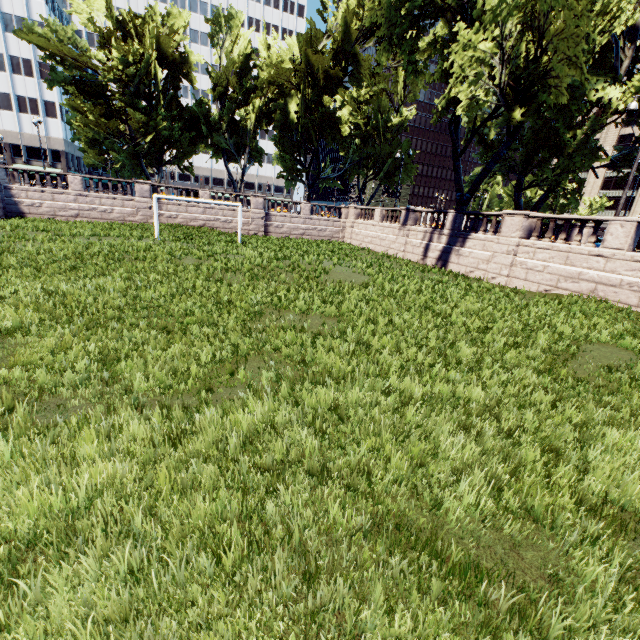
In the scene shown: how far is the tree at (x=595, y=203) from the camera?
55.8 meters

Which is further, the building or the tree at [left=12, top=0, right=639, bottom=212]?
the building

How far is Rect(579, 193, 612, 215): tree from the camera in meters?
55.8 m

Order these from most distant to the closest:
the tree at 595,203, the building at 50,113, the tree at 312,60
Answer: the tree at 595,203 → the building at 50,113 → the tree at 312,60

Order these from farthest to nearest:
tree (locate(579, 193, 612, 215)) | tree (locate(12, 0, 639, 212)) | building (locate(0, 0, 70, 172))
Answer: tree (locate(579, 193, 612, 215)), building (locate(0, 0, 70, 172)), tree (locate(12, 0, 639, 212))

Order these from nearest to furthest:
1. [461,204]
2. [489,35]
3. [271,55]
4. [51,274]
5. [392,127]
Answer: [51,274] → [489,35] → [461,204] → [271,55] → [392,127]

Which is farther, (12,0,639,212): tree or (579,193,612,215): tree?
(579,193,612,215): tree
